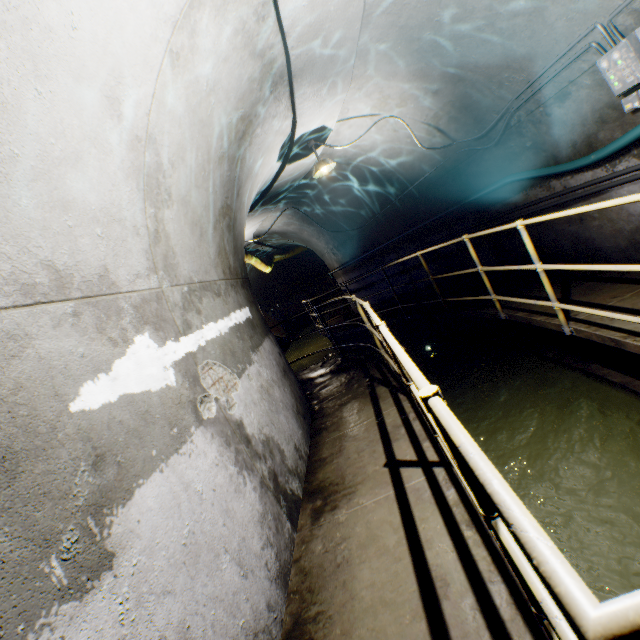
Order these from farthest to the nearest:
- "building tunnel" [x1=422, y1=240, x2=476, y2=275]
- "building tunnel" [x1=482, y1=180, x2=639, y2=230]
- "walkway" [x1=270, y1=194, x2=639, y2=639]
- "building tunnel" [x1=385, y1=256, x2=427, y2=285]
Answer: "building tunnel" [x1=385, y1=256, x2=427, y2=285], "building tunnel" [x1=422, y1=240, x2=476, y2=275], "building tunnel" [x1=482, y1=180, x2=639, y2=230], "walkway" [x1=270, y1=194, x2=639, y2=639]

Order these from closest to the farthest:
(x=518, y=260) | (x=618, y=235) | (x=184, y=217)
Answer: (x=184, y=217), (x=618, y=235), (x=518, y=260)

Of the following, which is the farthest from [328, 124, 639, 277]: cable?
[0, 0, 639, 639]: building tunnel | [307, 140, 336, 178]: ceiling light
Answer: [307, 140, 336, 178]: ceiling light

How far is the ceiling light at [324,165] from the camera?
5.2m

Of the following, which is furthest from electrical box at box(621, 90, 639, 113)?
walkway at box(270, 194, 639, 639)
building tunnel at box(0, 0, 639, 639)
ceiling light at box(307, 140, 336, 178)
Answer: ceiling light at box(307, 140, 336, 178)

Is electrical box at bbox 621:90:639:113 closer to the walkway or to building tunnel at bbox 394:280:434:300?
building tunnel at bbox 394:280:434:300

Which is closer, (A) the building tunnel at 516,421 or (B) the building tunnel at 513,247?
(A) the building tunnel at 516,421

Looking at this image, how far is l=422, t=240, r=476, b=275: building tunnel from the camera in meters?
6.7
